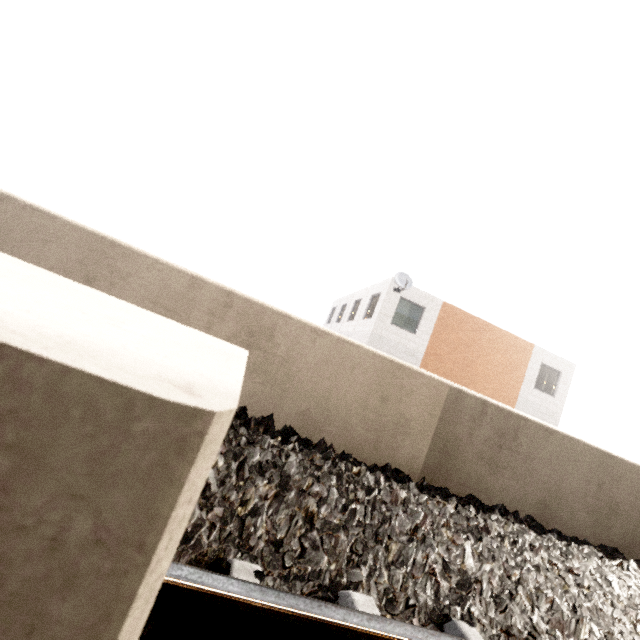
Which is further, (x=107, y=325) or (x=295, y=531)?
(x=295, y=531)

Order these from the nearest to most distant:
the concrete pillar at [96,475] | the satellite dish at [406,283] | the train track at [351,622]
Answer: the concrete pillar at [96,475], the train track at [351,622], the satellite dish at [406,283]

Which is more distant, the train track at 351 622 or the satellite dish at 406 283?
the satellite dish at 406 283

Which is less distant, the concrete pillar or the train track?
the concrete pillar

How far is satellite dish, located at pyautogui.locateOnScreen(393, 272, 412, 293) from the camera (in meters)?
15.28

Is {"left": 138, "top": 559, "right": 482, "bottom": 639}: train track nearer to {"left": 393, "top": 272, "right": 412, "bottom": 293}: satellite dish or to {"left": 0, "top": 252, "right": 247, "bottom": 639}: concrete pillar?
{"left": 0, "top": 252, "right": 247, "bottom": 639}: concrete pillar
